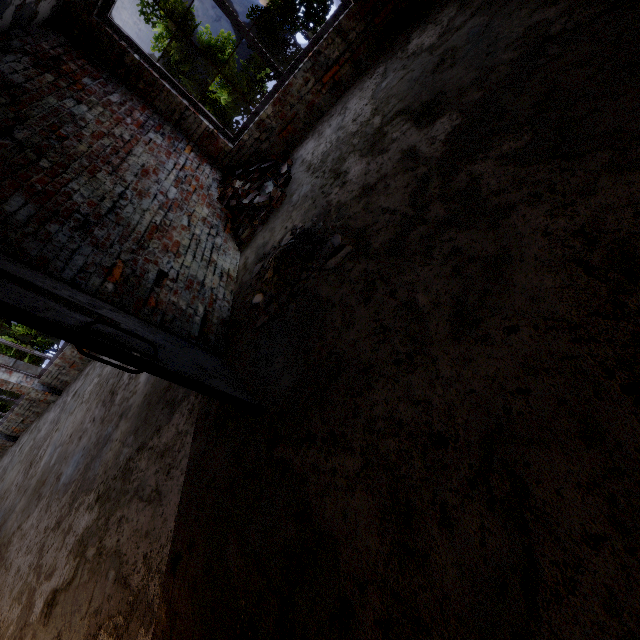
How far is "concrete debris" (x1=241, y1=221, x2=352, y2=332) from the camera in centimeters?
292cm

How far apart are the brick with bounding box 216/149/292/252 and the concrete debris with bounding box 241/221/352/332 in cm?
77

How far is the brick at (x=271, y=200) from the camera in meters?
4.6 m

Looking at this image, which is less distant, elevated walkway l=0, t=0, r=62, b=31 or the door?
the door

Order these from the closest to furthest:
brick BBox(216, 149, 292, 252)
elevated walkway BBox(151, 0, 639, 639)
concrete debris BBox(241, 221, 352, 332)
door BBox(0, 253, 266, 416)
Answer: elevated walkway BBox(151, 0, 639, 639) → door BBox(0, 253, 266, 416) → concrete debris BBox(241, 221, 352, 332) → brick BBox(216, 149, 292, 252)

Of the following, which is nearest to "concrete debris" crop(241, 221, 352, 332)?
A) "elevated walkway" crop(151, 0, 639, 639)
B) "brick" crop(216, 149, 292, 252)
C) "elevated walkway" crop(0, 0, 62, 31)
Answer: "elevated walkway" crop(151, 0, 639, 639)

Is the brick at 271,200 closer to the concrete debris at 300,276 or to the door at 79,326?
the concrete debris at 300,276

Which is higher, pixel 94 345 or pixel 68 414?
pixel 94 345
